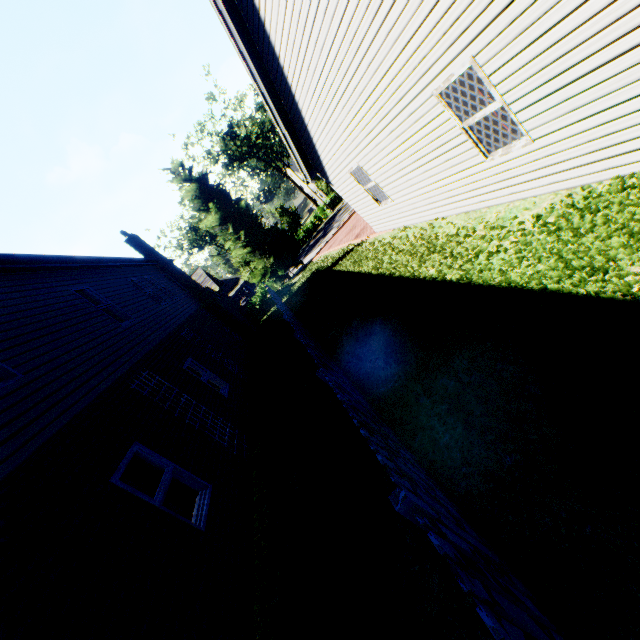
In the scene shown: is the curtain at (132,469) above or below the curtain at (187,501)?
above

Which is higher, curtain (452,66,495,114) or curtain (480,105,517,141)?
curtain (452,66,495,114)

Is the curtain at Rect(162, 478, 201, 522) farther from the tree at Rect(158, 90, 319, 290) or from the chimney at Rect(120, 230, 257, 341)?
the tree at Rect(158, 90, 319, 290)

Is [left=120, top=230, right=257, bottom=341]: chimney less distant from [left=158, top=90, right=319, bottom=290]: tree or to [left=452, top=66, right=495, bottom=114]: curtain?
[left=158, top=90, right=319, bottom=290]: tree

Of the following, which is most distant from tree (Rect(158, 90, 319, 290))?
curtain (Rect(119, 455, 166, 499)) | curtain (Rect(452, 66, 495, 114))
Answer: curtain (Rect(452, 66, 495, 114))

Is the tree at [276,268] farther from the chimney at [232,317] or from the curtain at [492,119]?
the curtain at [492,119]

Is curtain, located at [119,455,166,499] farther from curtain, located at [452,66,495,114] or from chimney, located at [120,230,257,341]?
chimney, located at [120,230,257,341]

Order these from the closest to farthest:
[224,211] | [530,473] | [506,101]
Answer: [530,473], [506,101], [224,211]
